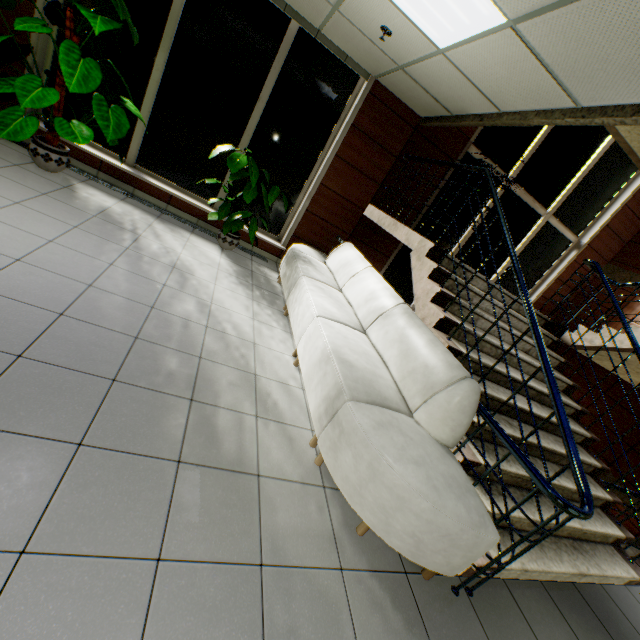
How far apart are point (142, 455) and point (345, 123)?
5.3m

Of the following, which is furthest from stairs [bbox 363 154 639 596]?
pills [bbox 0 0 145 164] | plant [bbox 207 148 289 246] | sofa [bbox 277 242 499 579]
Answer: pills [bbox 0 0 145 164]

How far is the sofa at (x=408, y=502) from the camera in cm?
186

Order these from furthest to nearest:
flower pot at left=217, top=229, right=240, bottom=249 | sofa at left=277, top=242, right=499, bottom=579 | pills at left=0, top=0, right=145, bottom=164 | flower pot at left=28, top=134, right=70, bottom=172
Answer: flower pot at left=217, top=229, right=240, bottom=249, flower pot at left=28, top=134, right=70, bottom=172, pills at left=0, top=0, right=145, bottom=164, sofa at left=277, top=242, right=499, bottom=579

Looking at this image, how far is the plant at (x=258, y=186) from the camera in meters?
4.4

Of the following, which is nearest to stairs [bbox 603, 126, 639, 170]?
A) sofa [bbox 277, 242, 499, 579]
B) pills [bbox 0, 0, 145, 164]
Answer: sofa [bbox 277, 242, 499, 579]

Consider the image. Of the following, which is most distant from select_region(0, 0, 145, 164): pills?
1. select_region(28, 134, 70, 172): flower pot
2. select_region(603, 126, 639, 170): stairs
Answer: select_region(603, 126, 639, 170): stairs

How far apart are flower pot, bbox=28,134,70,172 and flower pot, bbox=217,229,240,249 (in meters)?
1.98
